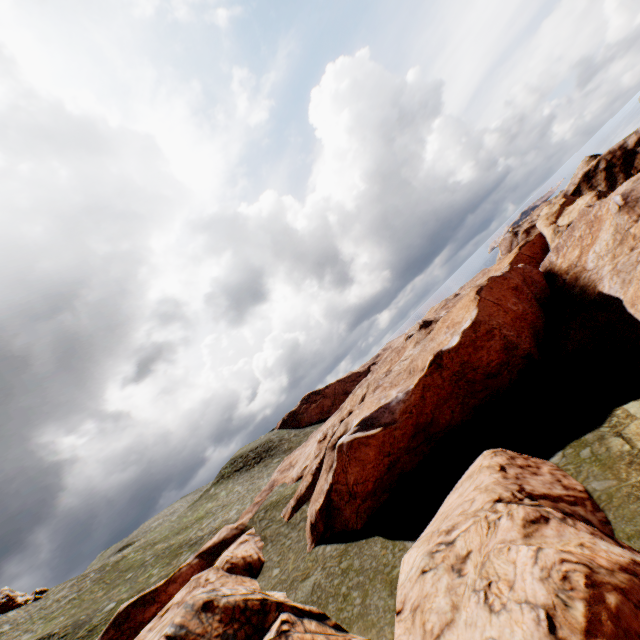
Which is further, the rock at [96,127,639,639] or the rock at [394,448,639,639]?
the rock at [96,127,639,639]

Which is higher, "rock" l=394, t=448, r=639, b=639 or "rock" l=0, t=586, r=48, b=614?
"rock" l=0, t=586, r=48, b=614

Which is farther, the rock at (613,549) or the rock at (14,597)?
the rock at (14,597)

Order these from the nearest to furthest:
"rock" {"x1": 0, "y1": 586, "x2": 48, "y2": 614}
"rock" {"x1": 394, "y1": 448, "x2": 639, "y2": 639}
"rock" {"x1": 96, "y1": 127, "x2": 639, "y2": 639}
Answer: "rock" {"x1": 394, "y1": 448, "x2": 639, "y2": 639} → "rock" {"x1": 96, "y1": 127, "x2": 639, "y2": 639} → "rock" {"x1": 0, "y1": 586, "x2": 48, "y2": 614}

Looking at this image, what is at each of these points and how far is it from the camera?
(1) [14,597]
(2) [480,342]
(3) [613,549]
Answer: (1) rock, 47.6 meters
(2) rock, 27.7 meters
(3) rock, 9.4 meters

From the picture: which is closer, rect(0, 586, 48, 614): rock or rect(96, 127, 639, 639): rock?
rect(96, 127, 639, 639): rock
